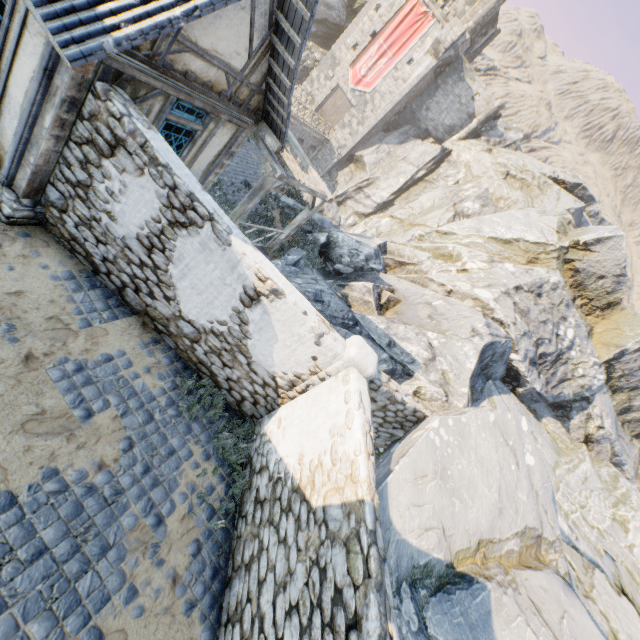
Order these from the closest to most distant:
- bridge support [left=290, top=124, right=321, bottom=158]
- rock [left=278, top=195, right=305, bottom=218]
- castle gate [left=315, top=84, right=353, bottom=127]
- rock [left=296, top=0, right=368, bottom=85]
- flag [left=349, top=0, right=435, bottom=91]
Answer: rock [left=278, top=195, right=305, bottom=218] < flag [left=349, top=0, right=435, bottom=91] < bridge support [left=290, top=124, right=321, bottom=158] < rock [left=296, top=0, right=368, bottom=85] < castle gate [left=315, top=84, right=353, bottom=127]

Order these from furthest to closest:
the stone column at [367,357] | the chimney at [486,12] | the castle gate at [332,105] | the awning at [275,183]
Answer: the castle gate at [332,105]
the chimney at [486,12]
the awning at [275,183]
the stone column at [367,357]

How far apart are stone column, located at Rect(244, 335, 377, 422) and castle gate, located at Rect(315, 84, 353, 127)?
35.1m

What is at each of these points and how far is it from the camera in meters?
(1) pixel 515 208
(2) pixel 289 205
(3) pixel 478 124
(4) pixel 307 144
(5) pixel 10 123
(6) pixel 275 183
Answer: (1) rock, 26.2 m
(2) rock, 15.4 m
(3) chimney, 31.8 m
(4) bridge support, 33.7 m
(5) building, 5.1 m
(6) awning, 8.7 m

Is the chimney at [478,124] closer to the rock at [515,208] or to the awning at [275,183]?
the rock at [515,208]

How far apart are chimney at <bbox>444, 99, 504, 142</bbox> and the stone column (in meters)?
34.45

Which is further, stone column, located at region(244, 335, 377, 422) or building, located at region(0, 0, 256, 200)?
stone column, located at region(244, 335, 377, 422)

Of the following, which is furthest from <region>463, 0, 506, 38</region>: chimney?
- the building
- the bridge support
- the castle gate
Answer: the building
